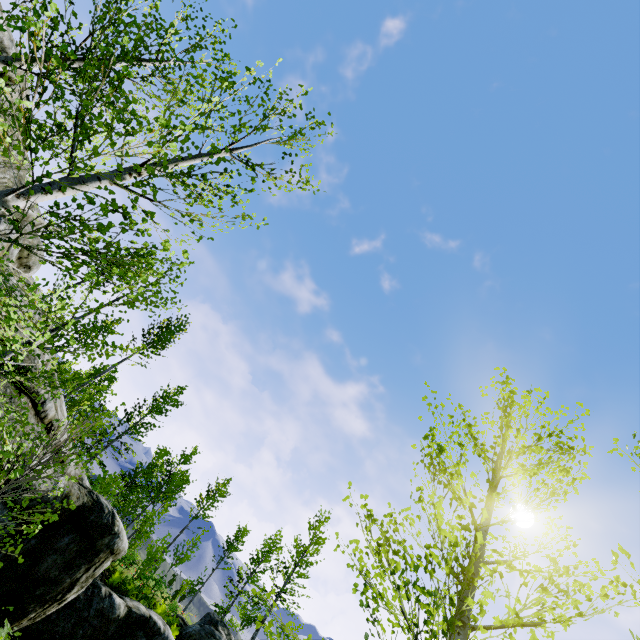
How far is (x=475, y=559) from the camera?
4.07m

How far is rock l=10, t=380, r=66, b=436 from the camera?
9.7m

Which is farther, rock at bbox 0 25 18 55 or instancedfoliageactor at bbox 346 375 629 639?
rock at bbox 0 25 18 55

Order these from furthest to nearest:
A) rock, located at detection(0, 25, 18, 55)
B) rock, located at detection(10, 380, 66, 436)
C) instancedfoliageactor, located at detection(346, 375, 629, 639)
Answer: rock, located at detection(0, 25, 18, 55)
rock, located at detection(10, 380, 66, 436)
instancedfoliageactor, located at detection(346, 375, 629, 639)

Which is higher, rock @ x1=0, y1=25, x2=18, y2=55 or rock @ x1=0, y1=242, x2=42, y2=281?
rock @ x1=0, y1=25, x2=18, y2=55

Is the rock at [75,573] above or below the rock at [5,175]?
below

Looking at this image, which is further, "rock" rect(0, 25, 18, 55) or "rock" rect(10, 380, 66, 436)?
"rock" rect(0, 25, 18, 55)
